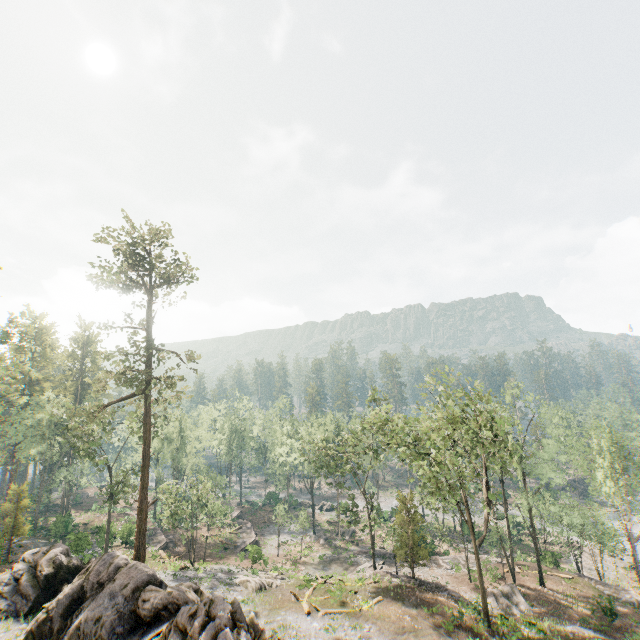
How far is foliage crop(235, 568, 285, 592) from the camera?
29.8m

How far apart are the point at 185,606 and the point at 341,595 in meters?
17.6

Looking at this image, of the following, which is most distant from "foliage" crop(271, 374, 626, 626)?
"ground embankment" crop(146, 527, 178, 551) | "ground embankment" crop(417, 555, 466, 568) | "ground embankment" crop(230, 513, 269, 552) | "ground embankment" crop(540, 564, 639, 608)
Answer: "ground embankment" crop(230, 513, 269, 552)

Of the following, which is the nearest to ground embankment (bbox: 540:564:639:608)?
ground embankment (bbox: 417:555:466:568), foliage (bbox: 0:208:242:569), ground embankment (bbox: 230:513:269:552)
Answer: foliage (bbox: 0:208:242:569)

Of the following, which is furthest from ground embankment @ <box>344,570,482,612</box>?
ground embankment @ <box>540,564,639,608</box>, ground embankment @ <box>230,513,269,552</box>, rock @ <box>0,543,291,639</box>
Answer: ground embankment @ <box>230,513,269,552</box>

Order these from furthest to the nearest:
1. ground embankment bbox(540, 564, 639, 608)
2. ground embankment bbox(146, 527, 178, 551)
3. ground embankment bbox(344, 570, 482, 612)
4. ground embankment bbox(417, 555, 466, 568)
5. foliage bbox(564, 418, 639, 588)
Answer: ground embankment bbox(146, 527, 178, 551), ground embankment bbox(417, 555, 466, 568), foliage bbox(564, 418, 639, 588), ground embankment bbox(540, 564, 639, 608), ground embankment bbox(344, 570, 482, 612)

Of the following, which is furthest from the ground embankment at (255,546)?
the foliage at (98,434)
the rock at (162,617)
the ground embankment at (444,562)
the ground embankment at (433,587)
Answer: the rock at (162,617)

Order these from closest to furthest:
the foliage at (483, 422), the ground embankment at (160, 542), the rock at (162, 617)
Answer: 1. the rock at (162, 617)
2. the foliage at (483, 422)
3. the ground embankment at (160, 542)
